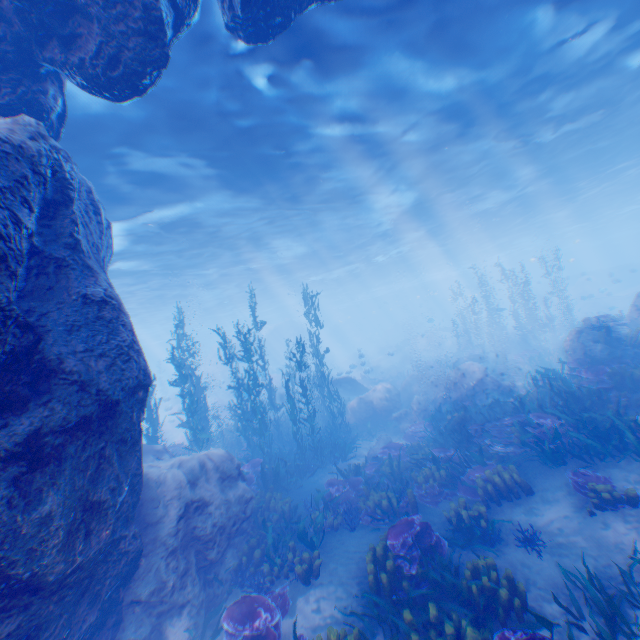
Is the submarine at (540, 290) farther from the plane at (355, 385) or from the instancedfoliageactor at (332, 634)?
the instancedfoliageactor at (332, 634)

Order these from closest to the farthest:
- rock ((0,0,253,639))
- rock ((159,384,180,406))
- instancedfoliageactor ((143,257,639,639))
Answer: rock ((0,0,253,639)) → instancedfoliageactor ((143,257,639,639)) → rock ((159,384,180,406))

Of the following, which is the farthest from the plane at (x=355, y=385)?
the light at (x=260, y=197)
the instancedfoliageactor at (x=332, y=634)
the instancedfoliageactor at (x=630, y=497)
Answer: the instancedfoliageactor at (x=332, y=634)

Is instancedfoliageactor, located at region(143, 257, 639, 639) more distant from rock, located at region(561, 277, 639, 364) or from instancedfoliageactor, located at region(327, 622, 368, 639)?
instancedfoliageactor, located at region(327, 622, 368, 639)

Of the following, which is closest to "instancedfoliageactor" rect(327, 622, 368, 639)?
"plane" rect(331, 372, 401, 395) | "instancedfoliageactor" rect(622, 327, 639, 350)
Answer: "instancedfoliageactor" rect(622, 327, 639, 350)

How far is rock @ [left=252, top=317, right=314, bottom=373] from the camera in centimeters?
4452cm

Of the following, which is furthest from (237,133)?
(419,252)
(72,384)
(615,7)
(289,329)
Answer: (289,329)

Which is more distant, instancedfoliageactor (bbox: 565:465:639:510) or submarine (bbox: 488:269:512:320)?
submarine (bbox: 488:269:512:320)
